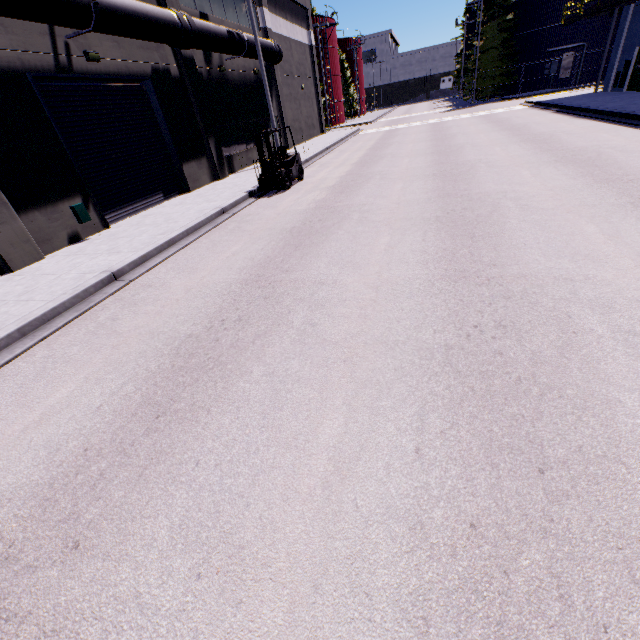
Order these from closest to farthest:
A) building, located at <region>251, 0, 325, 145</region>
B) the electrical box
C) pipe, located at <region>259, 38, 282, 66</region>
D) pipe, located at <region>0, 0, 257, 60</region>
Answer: pipe, located at <region>0, 0, 257, 60</region> → the electrical box → pipe, located at <region>259, 38, 282, 66</region> → building, located at <region>251, 0, 325, 145</region>

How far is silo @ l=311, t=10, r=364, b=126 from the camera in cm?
4134

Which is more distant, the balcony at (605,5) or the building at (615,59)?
the building at (615,59)

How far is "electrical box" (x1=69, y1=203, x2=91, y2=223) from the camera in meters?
9.9

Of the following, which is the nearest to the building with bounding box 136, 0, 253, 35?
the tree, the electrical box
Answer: the electrical box

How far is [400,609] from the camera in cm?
196

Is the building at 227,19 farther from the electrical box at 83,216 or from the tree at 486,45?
the tree at 486,45

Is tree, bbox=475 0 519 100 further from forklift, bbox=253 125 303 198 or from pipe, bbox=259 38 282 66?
forklift, bbox=253 125 303 198
